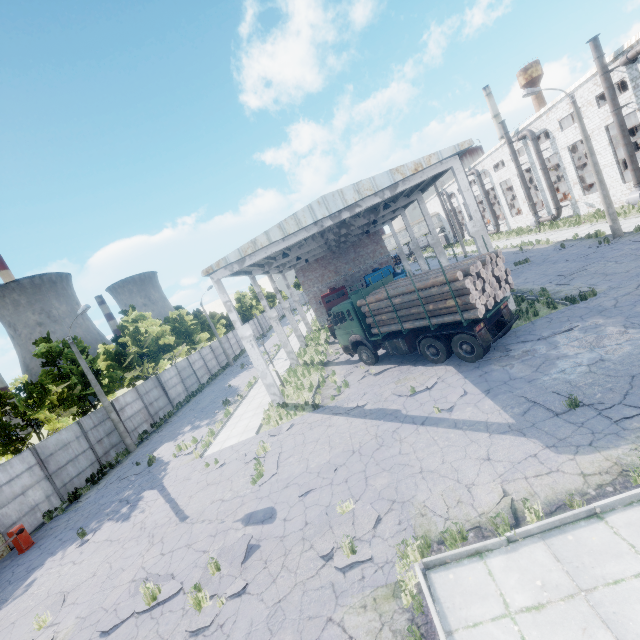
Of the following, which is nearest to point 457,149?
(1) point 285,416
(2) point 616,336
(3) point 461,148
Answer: (3) point 461,148

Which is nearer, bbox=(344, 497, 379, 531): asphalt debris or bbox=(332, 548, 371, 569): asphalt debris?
bbox=(332, 548, 371, 569): asphalt debris

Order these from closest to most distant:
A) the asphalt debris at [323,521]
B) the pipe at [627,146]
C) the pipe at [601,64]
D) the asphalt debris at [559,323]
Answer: the asphalt debris at [323,521], the asphalt debris at [559,323], the pipe at [601,64], the pipe at [627,146]

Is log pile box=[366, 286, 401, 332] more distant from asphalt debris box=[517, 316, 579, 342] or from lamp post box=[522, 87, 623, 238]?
lamp post box=[522, 87, 623, 238]

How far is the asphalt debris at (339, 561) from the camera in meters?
6.3

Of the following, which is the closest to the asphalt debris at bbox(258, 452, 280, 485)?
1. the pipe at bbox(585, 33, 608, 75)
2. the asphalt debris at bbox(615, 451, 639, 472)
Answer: the asphalt debris at bbox(615, 451, 639, 472)

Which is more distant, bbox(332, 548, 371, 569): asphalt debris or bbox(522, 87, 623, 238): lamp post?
bbox(522, 87, 623, 238): lamp post

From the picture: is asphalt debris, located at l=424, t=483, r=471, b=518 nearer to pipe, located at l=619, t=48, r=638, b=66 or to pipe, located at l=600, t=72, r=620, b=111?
pipe, located at l=619, t=48, r=638, b=66
